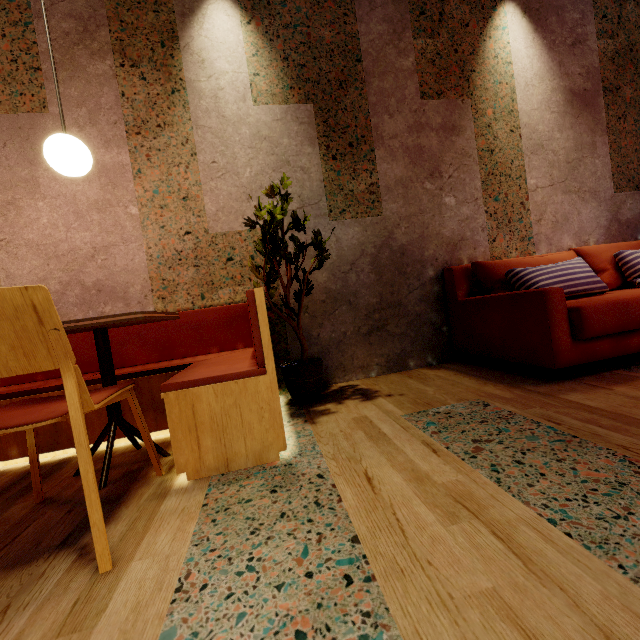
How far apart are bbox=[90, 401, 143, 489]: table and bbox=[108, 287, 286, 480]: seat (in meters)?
Result: 0.16

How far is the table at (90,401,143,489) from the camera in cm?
150

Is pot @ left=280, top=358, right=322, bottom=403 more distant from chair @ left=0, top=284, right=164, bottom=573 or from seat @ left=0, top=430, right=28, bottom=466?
chair @ left=0, top=284, right=164, bottom=573

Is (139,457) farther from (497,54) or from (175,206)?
(497,54)

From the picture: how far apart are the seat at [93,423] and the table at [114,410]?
0.2m

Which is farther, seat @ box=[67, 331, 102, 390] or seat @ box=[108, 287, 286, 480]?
seat @ box=[67, 331, 102, 390]

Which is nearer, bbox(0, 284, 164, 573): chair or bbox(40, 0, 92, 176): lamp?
bbox(0, 284, 164, 573): chair

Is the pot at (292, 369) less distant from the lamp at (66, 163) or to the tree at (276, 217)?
the tree at (276, 217)
